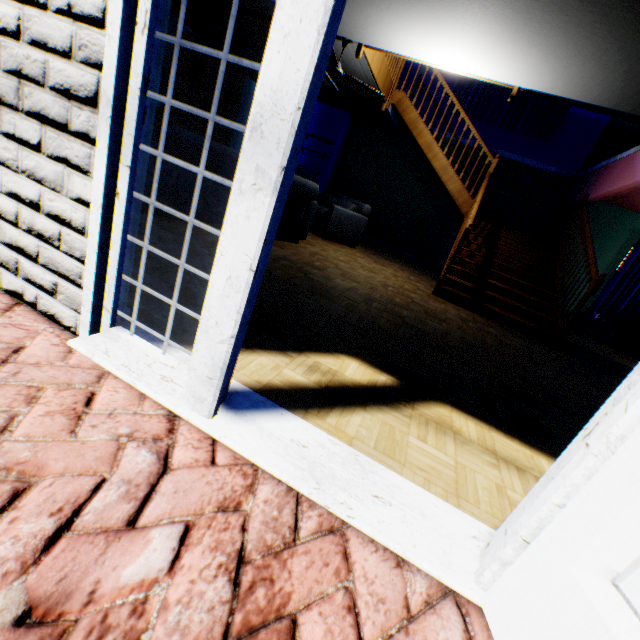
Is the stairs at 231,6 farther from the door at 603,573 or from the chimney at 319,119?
the door at 603,573

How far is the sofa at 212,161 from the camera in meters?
3.5 m

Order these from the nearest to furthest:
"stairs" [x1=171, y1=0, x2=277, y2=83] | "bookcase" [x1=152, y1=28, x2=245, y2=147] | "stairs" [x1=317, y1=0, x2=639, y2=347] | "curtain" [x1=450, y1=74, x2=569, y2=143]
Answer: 1. "stairs" [x1=317, y1=0, x2=639, y2=347]
2. "stairs" [x1=171, y1=0, x2=277, y2=83]
3. "bookcase" [x1=152, y1=28, x2=245, y2=147]
4. "curtain" [x1=450, y1=74, x2=569, y2=143]

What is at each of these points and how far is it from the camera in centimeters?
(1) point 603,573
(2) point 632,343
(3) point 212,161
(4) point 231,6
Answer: (1) door, 73cm
(2) sofa, 765cm
(3) sofa, 383cm
(4) stairs, 564cm

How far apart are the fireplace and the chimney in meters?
0.0 m

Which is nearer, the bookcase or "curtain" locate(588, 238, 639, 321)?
the bookcase

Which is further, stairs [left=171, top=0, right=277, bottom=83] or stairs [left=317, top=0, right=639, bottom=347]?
stairs [left=171, top=0, right=277, bottom=83]

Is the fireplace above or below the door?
above
